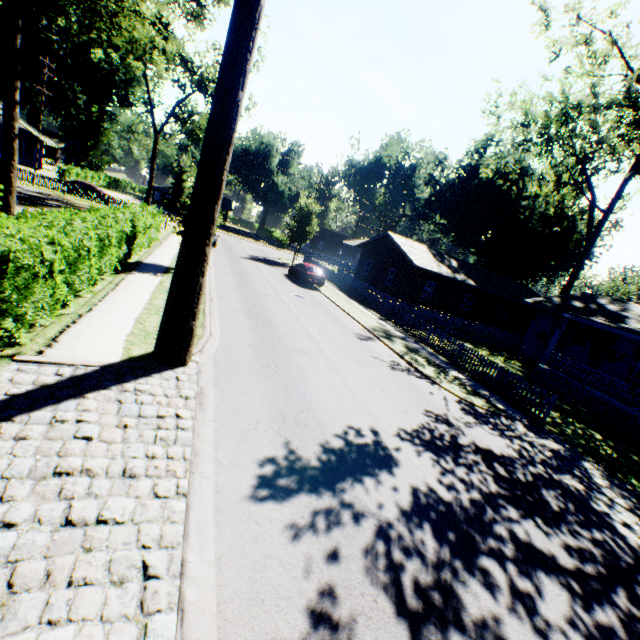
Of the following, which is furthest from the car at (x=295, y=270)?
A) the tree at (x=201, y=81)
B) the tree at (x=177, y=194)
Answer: the tree at (x=177, y=194)

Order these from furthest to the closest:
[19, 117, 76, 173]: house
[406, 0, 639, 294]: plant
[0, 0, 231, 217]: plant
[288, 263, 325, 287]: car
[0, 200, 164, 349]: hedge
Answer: [19, 117, 76, 173]: house, [288, 263, 325, 287]: car, [406, 0, 639, 294]: plant, [0, 0, 231, 217]: plant, [0, 200, 164, 349]: hedge

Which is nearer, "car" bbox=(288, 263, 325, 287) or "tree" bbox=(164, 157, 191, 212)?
"car" bbox=(288, 263, 325, 287)

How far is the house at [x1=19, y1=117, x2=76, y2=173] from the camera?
49.06m

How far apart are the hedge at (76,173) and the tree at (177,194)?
13.6 meters

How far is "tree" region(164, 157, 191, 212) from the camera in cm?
4909

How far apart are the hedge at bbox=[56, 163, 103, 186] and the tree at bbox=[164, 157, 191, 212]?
13.6 meters

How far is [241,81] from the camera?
6.3 meters
